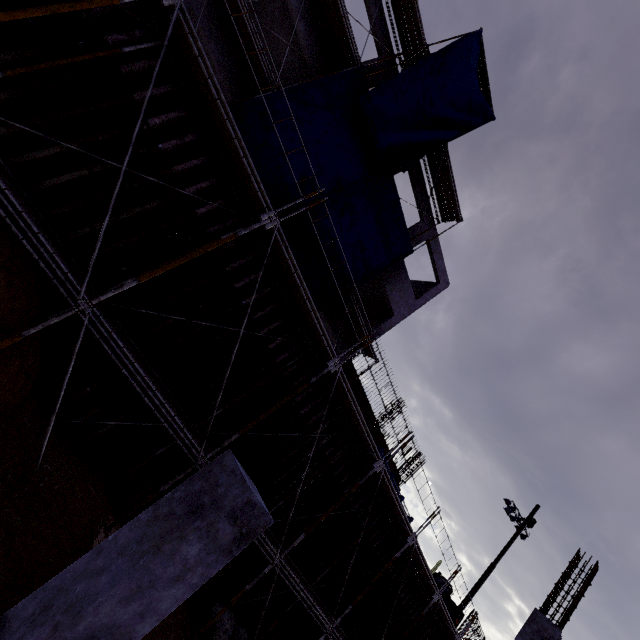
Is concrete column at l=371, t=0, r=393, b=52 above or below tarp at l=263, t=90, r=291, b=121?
above

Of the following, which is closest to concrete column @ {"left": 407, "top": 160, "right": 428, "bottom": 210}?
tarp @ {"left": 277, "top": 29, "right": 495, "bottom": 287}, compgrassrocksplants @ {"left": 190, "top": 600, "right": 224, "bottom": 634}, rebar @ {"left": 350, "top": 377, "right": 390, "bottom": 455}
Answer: rebar @ {"left": 350, "top": 377, "right": 390, "bottom": 455}

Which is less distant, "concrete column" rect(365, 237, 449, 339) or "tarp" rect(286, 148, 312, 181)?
"tarp" rect(286, 148, 312, 181)

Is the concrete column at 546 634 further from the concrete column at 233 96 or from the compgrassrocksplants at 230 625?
the concrete column at 233 96

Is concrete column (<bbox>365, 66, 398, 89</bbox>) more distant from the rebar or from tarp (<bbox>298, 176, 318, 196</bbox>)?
tarp (<bbox>298, 176, 318, 196</bbox>)

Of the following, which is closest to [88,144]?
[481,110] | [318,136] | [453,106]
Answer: [318,136]

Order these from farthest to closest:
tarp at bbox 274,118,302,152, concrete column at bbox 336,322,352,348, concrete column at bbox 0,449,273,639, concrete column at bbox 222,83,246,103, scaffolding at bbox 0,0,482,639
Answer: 1. concrete column at bbox 336,322,352,348
2. concrete column at bbox 222,83,246,103
3. tarp at bbox 274,118,302,152
4. scaffolding at bbox 0,0,482,639
5. concrete column at bbox 0,449,273,639

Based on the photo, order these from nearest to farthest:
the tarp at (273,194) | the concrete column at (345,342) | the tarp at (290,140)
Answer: the tarp at (273,194) < the tarp at (290,140) < the concrete column at (345,342)
